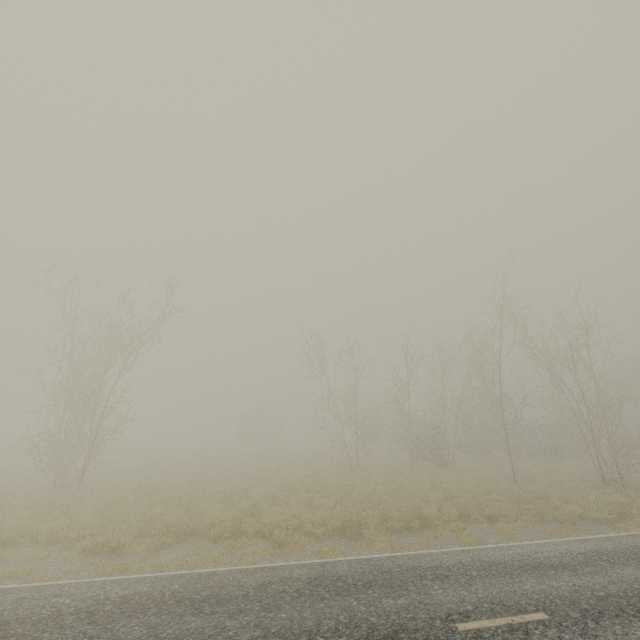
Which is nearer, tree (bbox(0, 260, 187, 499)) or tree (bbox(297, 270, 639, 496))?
tree (bbox(0, 260, 187, 499))

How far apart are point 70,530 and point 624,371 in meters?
56.1 m

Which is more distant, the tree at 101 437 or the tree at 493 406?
the tree at 493 406
